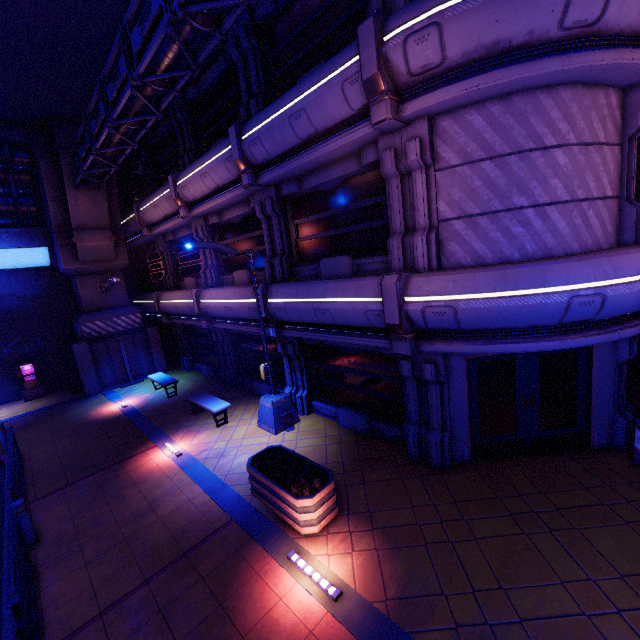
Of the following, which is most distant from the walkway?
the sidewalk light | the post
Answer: the sidewalk light

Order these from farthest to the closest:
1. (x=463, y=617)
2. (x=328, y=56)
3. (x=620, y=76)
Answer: (x=328, y=56)
(x=620, y=76)
(x=463, y=617)

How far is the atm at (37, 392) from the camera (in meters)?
16.73

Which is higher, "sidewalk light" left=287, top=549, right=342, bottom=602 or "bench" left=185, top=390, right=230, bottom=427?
"bench" left=185, top=390, right=230, bottom=427

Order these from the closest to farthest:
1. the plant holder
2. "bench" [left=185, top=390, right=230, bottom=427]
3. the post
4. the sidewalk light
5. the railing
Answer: the railing < the sidewalk light < the plant holder < the post < "bench" [left=185, top=390, right=230, bottom=427]

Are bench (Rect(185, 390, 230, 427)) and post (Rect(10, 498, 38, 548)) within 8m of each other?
yes

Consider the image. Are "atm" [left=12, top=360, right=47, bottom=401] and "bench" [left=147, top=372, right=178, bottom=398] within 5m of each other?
no

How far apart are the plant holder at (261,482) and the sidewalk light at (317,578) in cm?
33
